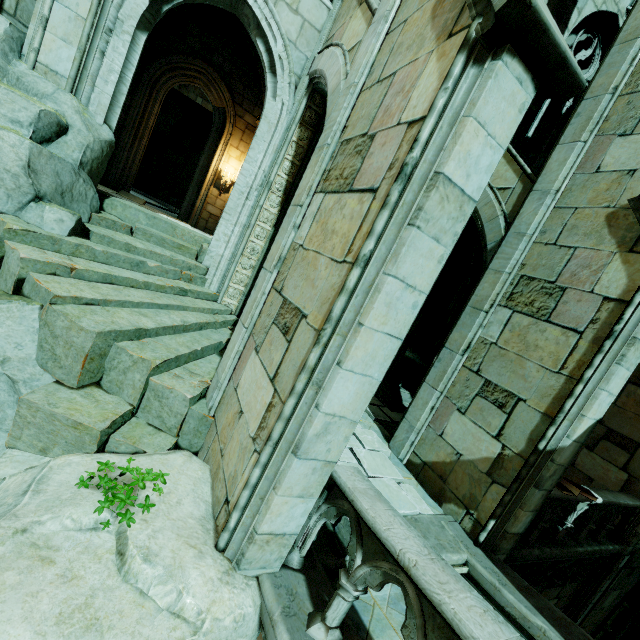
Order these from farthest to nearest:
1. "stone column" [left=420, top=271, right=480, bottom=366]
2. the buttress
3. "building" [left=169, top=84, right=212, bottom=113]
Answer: "building" [left=169, top=84, right=212, bottom=113] → "stone column" [left=420, top=271, right=480, bottom=366] → the buttress

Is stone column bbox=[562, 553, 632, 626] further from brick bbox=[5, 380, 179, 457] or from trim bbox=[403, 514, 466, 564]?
brick bbox=[5, 380, 179, 457]

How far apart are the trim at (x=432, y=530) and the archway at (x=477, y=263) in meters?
7.3

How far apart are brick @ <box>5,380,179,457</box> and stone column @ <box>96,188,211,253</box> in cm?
386

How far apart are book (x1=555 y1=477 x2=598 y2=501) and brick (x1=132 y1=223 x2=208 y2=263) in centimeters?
828cm

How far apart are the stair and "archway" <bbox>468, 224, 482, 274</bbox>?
3.84m

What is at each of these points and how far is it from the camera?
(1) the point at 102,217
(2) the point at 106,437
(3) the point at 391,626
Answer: (1) brick, 6.3m
(2) brick, 4.0m
(3) bridge, 3.4m

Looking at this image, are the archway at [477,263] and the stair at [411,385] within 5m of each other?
yes
